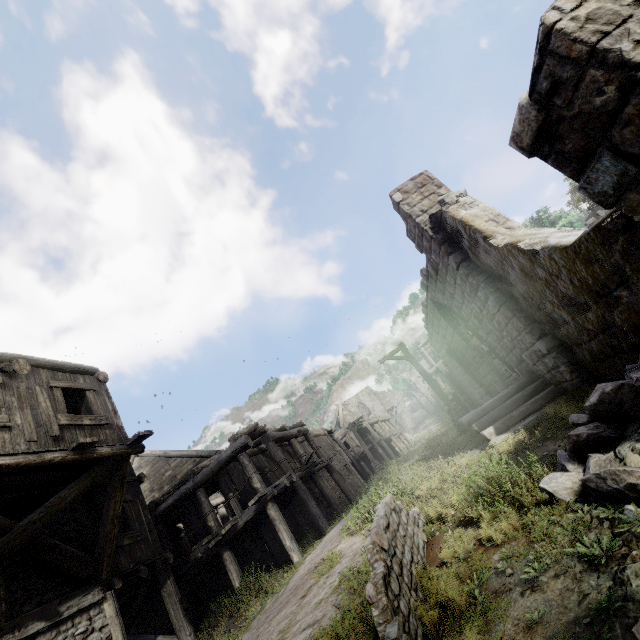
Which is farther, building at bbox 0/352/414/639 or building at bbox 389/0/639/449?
building at bbox 0/352/414/639

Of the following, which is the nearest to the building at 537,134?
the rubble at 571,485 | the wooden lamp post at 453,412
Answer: the rubble at 571,485

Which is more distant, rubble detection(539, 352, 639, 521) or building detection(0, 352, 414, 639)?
building detection(0, 352, 414, 639)

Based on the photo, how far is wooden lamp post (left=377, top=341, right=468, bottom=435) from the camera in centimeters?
1367cm

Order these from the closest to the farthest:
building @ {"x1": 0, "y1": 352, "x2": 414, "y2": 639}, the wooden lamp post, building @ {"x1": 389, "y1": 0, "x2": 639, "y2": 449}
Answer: building @ {"x1": 389, "y1": 0, "x2": 639, "y2": 449}
building @ {"x1": 0, "y1": 352, "x2": 414, "y2": 639}
the wooden lamp post

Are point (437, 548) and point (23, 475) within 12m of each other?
yes

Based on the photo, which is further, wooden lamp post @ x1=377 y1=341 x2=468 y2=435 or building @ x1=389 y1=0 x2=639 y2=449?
wooden lamp post @ x1=377 y1=341 x2=468 y2=435
